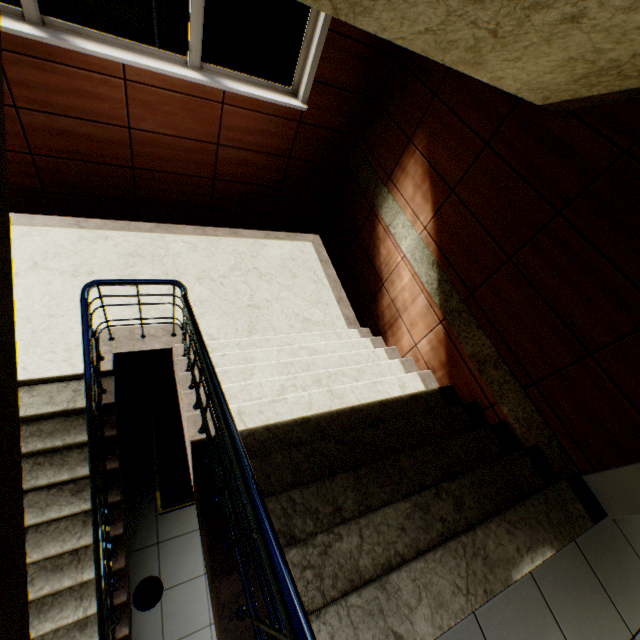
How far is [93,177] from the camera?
4.0 meters

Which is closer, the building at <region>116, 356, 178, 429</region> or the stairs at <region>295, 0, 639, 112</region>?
the stairs at <region>295, 0, 639, 112</region>

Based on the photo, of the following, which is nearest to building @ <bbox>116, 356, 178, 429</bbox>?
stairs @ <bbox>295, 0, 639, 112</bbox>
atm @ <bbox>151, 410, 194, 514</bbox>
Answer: stairs @ <bbox>295, 0, 639, 112</bbox>

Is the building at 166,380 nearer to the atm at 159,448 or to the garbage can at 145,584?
the atm at 159,448

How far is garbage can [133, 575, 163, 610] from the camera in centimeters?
325cm

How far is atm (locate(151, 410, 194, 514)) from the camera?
3.1m

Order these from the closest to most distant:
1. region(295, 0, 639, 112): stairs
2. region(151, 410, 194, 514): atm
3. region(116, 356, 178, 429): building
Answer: region(295, 0, 639, 112): stairs → region(151, 410, 194, 514): atm → region(116, 356, 178, 429): building
